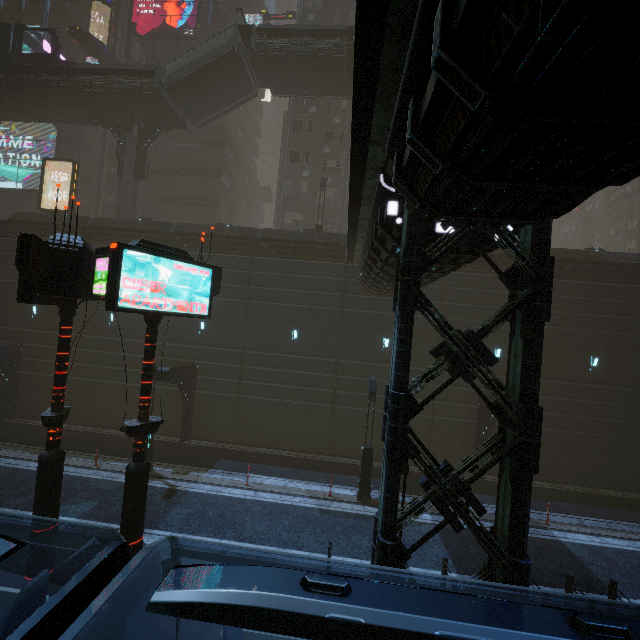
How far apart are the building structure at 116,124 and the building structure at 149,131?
0.7m

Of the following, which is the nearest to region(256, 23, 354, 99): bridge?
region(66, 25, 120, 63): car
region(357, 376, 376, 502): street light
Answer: region(66, 25, 120, 63): car

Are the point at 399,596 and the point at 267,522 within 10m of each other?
no

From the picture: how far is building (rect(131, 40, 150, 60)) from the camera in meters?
33.8 m

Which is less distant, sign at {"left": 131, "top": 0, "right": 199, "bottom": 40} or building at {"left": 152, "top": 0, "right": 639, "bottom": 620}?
building at {"left": 152, "top": 0, "right": 639, "bottom": 620}

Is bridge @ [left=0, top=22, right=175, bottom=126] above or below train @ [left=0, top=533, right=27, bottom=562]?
above

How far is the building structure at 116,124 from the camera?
25.1 meters

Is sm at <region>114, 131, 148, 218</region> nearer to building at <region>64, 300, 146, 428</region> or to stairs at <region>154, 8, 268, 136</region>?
building at <region>64, 300, 146, 428</region>
